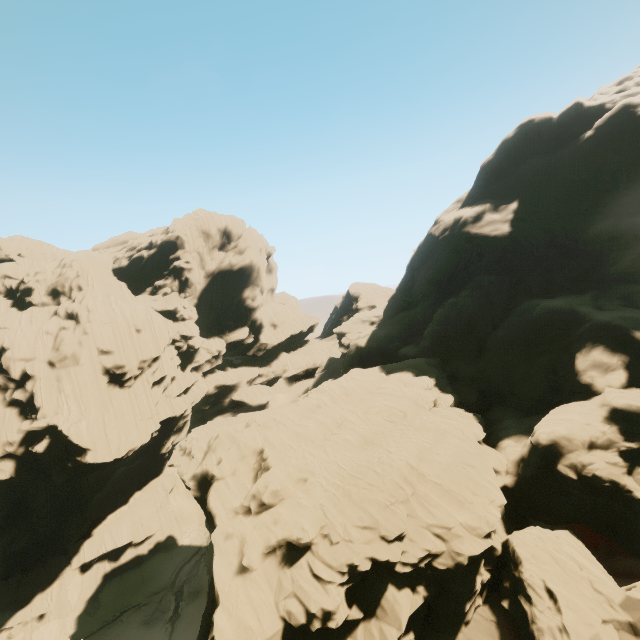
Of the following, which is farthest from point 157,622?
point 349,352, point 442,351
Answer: point 442,351

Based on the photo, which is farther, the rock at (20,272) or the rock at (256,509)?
the rock at (20,272)

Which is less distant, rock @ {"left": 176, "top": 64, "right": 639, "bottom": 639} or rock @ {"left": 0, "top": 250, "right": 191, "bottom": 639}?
rock @ {"left": 176, "top": 64, "right": 639, "bottom": 639}
